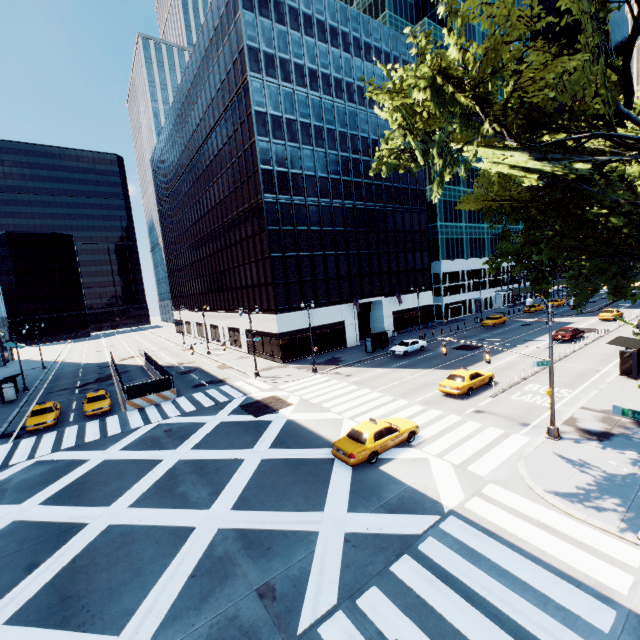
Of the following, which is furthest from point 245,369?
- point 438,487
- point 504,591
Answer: point 504,591

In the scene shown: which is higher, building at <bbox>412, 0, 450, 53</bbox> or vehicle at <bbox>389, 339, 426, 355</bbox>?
building at <bbox>412, 0, 450, 53</bbox>

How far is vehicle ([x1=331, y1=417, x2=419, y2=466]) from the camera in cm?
1555

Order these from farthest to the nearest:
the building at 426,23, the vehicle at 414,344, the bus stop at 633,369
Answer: the building at 426,23, the vehicle at 414,344, the bus stop at 633,369

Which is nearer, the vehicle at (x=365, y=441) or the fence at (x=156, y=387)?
the vehicle at (x=365, y=441)

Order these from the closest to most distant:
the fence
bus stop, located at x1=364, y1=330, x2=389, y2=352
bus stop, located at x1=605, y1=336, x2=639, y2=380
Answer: bus stop, located at x1=605, y1=336, x2=639, y2=380, the fence, bus stop, located at x1=364, y1=330, x2=389, y2=352

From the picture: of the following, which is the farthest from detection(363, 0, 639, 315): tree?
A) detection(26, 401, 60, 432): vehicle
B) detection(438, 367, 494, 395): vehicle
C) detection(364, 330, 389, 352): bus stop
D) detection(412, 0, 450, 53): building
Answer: detection(26, 401, 60, 432): vehicle

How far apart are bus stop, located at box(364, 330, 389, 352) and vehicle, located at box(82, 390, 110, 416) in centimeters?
2667cm
